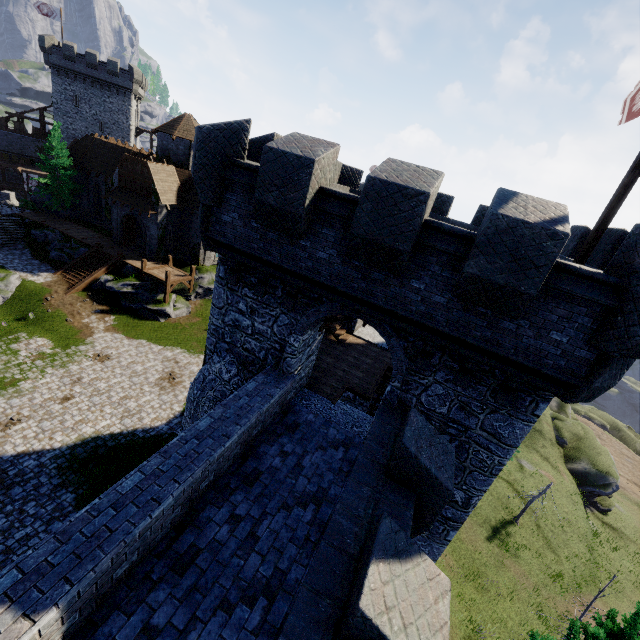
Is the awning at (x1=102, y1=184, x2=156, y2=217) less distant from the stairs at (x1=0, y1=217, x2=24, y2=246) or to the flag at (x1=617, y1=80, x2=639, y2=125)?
the stairs at (x1=0, y1=217, x2=24, y2=246)

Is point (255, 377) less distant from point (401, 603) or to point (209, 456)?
point (209, 456)

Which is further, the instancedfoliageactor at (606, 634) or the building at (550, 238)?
the instancedfoliageactor at (606, 634)

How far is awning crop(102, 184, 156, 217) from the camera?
30.3 meters

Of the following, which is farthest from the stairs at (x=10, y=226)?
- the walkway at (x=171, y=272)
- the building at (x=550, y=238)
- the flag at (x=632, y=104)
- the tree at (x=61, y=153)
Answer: the flag at (x=632, y=104)

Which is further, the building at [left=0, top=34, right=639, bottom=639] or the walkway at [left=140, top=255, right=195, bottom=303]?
the walkway at [left=140, top=255, right=195, bottom=303]

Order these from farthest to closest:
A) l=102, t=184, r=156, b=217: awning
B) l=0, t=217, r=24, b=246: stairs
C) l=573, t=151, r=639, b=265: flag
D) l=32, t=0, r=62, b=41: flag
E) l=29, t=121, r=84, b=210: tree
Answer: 1. l=32, t=0, r=62, b=41: flag
2. l=29, t=121, r=84, b=210: tree
3. l=0, t=217, r=24, b=246: stairs
4. l=102, t=184, r=156, b=217: awning
5. l=573, t=151, r=639, b=265: flag

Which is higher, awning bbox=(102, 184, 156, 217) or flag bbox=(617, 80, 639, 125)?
flag bbox=(617, 80, 639, 125)
